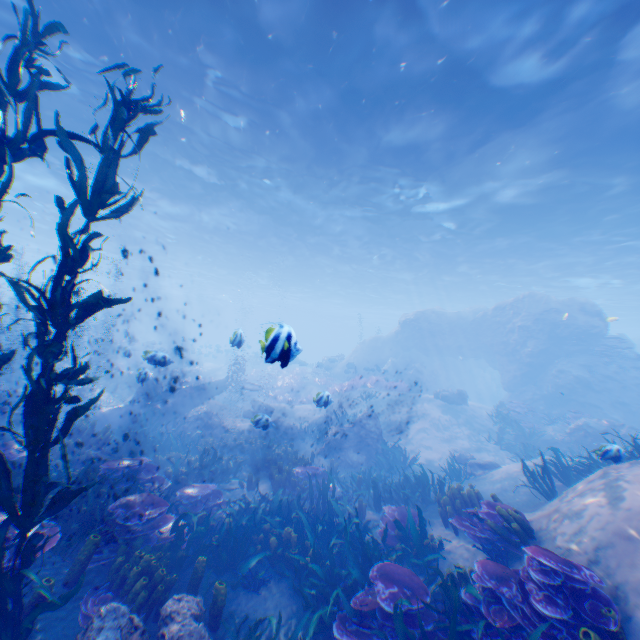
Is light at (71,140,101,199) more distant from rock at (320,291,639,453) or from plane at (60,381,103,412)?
plane at (60,381,103,412)

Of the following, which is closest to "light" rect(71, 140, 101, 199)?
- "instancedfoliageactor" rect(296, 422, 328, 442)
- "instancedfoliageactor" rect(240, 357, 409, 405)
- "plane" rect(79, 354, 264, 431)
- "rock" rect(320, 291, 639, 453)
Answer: "rock" rect(320, 291, 639, 453)

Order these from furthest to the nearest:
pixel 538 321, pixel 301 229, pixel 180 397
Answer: pixel 301 229, pixel 538 321, pixel 180 397

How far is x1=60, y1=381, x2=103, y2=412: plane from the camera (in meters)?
14.30

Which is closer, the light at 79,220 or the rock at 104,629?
the rock at 104,629

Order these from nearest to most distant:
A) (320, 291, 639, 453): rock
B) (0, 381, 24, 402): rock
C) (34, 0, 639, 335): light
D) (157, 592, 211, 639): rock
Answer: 1. (157, 592, 211, 639): rock
2. (34, 0, 639, 335): light
3. (0, 381, 24, 402): rock
4. (320, 291, 639, 453): rock

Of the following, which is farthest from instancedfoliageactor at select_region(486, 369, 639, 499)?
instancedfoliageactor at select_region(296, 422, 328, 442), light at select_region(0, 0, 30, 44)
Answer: instancedfoliageactor at select_region(296, 422, 328, 442)
